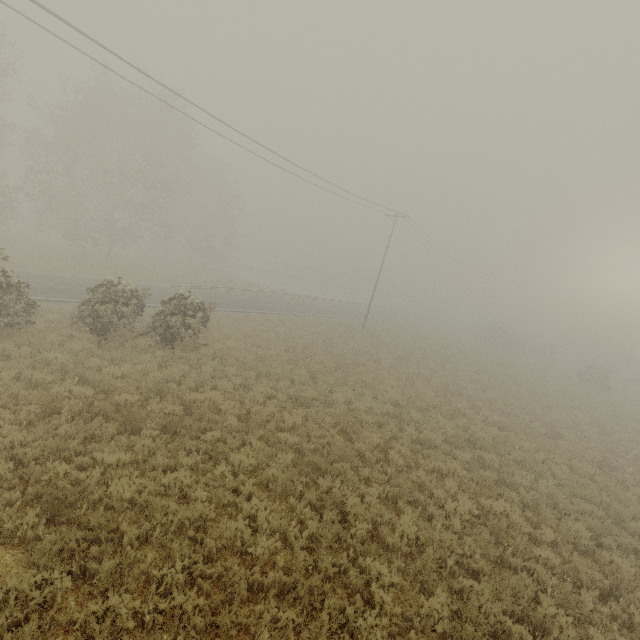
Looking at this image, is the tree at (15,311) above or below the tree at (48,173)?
below

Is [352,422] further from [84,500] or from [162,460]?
[84,500]

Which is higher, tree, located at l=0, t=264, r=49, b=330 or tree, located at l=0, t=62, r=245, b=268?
tree, located at l=0, t=62, r=245, b=268

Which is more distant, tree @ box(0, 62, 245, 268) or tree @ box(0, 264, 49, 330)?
tree @ box(0, 62, 245, 268)

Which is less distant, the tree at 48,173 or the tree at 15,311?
the tree at 15,311
